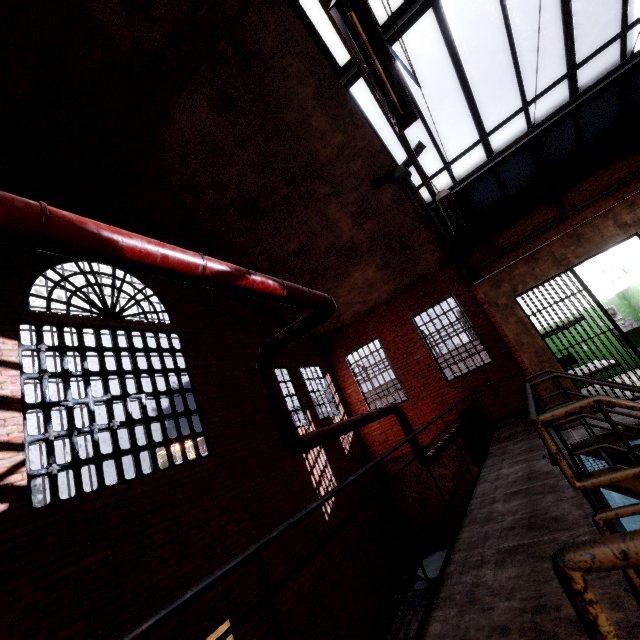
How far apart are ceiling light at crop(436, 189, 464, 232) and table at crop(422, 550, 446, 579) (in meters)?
7.29

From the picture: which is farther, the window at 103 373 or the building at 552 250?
the building at 552 250

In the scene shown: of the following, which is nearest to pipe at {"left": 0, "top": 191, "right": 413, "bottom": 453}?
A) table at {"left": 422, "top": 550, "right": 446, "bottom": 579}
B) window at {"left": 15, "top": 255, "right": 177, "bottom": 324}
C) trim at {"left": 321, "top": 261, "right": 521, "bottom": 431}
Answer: trim at {"left": 321, "top": 261, "right": 521, "bottom": 431}

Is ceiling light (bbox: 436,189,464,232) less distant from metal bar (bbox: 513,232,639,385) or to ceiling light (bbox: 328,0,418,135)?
ceiling light (bbox: 328,0,418,135)

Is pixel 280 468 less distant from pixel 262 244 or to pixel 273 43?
pixel 262 244

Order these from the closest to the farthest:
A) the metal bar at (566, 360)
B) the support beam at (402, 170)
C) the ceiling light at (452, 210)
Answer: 1. the support beam at (402, 170)
2. the ceiling light at (452, 210)
3. the metal bar at (566, 360)

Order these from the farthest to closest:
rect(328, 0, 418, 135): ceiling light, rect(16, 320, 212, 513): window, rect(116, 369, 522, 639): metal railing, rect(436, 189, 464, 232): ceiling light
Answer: rect(16, 320, 212, 513): window, rect(436, 189, 464, 232): ceiling light, rect(328, 0, 418, 135): ceiling light, rect(116, 369, 522, 639): metal railing

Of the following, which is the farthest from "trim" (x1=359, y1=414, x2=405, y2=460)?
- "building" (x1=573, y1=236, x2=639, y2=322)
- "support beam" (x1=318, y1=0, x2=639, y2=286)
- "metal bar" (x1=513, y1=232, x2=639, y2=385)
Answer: "metal bar" (x1=513, y1=232, x2=639, y2=385)
